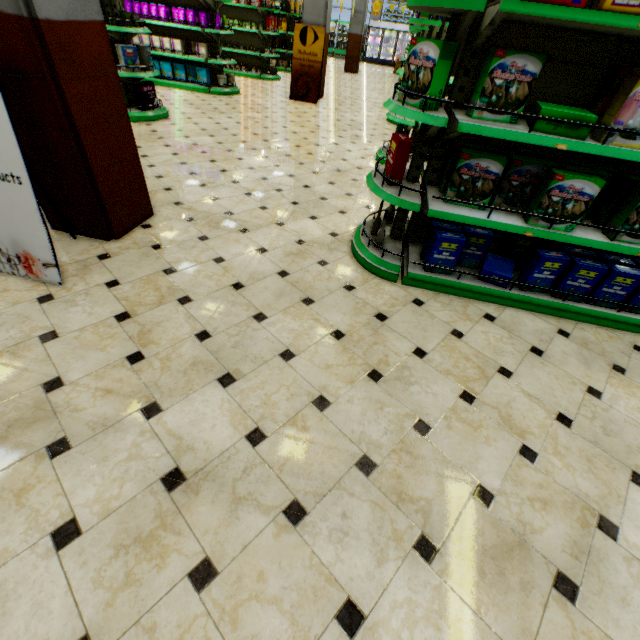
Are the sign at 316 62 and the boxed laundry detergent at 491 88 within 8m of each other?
no

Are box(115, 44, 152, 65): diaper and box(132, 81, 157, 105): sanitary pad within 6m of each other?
yes

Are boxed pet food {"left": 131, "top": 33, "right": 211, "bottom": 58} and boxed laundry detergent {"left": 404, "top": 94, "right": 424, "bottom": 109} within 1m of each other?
no

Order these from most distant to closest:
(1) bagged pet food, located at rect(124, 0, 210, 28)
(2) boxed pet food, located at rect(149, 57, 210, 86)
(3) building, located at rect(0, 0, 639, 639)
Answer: (2) boxed pet food, located at rect(149, 57, 210, 86)
(1) bagged pet food, located at rect(124, 0, 210, 28)
(3) building, located at rect(0, 0, 639, 639)

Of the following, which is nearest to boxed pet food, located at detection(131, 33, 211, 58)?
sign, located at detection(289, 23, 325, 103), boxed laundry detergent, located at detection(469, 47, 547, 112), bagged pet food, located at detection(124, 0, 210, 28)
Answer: A: bagged pet food, located at detection(124, 0, 210, 28)

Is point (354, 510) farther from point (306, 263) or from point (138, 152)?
point (138, 152)

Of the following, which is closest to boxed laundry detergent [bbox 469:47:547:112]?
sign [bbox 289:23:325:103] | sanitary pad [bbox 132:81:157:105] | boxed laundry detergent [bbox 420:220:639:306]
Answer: boxed laundry detergent [bbox 420:220:639:306]

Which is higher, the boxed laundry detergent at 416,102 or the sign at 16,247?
the boxed laundry detergent at 416,102
